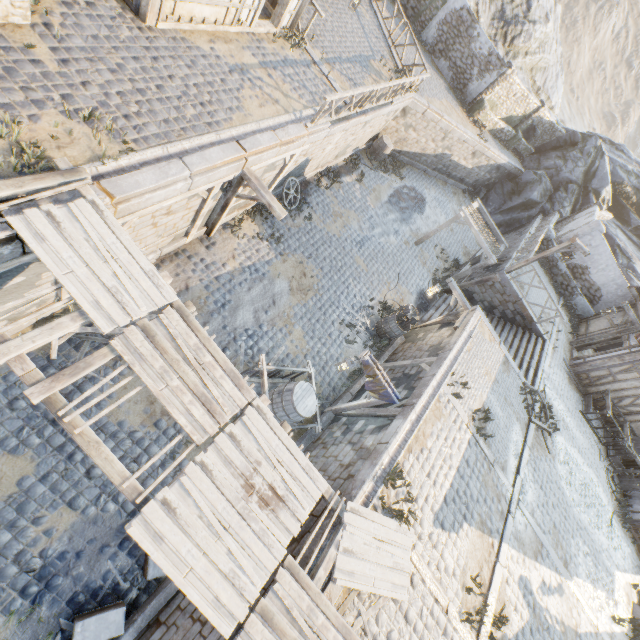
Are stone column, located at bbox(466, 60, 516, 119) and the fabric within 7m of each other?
no

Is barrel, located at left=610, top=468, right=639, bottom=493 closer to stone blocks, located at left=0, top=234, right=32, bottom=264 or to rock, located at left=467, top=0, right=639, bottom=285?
stone blocks, located at left=0, top=234, right=32, bottom=264

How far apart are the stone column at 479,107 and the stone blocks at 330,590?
26.6 meters

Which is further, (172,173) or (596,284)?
(596,284)

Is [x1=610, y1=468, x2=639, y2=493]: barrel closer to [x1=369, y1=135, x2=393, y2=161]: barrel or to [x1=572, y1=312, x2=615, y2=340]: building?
[x1=572, y1=312, x2=615, y2=340]: building

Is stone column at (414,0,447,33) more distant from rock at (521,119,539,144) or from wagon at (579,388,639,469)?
wagon at (579,388,639,469)

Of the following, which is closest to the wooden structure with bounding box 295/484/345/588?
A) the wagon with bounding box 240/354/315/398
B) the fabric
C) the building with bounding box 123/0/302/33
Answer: the wagon with bounding box 240/354/315/398

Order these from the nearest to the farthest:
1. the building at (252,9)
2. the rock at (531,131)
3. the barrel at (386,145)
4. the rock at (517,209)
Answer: the building at (252,9)
the barrel at (386,145)
the rock at (517,209)
the rock at (531,131)
